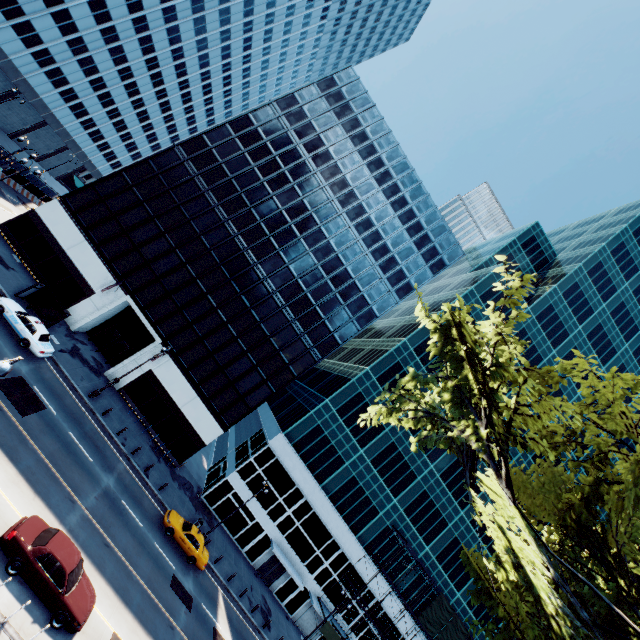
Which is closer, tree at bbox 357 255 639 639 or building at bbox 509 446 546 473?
tree at bbox 357 255 639 639

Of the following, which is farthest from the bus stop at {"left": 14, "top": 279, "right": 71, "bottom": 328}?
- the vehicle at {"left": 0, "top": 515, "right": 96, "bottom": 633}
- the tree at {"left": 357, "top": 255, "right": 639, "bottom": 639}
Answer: the vehicle at {"left": 0, "top": 515, "right": 96, "bottom": 633}

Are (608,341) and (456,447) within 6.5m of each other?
no

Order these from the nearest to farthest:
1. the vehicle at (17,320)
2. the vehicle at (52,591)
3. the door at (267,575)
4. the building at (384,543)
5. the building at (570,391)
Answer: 1. the vehicle at (52,591)
2. the vehicle at (17,320)
3. the door at (267,575)
4. the building at (384,543)
5. the building at (570,391)

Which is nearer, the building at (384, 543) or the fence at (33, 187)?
the building at (384, 543)

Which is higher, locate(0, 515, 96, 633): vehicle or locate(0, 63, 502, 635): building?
locate(0, 63, 502, 635): building

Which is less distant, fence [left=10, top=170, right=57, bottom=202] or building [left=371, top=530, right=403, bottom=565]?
building [left=371, top=530, right=403, bottom=565]
